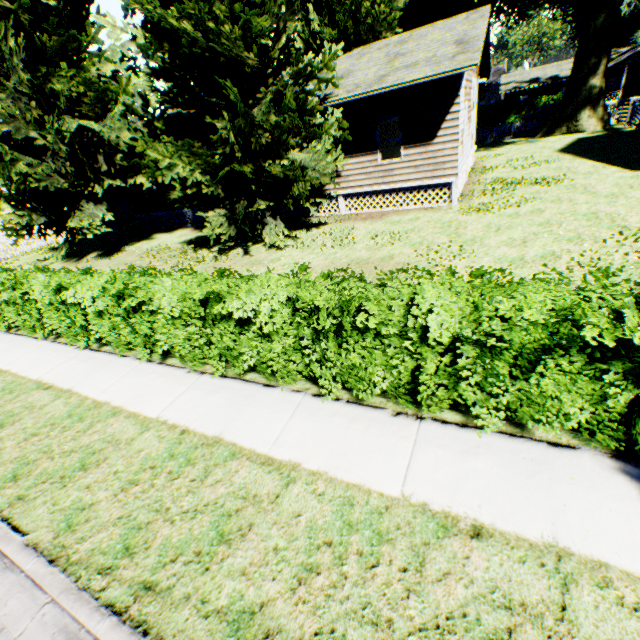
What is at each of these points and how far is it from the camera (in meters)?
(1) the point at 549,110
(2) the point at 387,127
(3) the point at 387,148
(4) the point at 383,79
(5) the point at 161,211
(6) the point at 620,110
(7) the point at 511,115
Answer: (1) car, 34.06
(2) plant, 19.45
(3) plant, 17.44
(4) house, 11.59
(5) house, 20.53
(6) fence, 23.38
(7) hedge, 38.81

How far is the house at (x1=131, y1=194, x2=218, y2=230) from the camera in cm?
1956

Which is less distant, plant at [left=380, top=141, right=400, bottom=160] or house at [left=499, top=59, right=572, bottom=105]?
plant at [left=380, top=141, right=400, bottom=160]

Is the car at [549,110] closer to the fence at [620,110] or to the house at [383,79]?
the fence at [620,110]

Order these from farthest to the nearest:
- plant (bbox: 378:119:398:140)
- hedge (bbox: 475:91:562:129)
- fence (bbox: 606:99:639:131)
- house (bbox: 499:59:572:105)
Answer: house (bbox: 499:59:572:105), hedge (bbox: 475:91:562:129), fence (bbox: 606:99:639:131), plant (bbox: 378:119:398:140)

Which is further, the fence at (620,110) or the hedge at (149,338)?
the fence at (620,110)

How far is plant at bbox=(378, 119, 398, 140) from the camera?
18.16m

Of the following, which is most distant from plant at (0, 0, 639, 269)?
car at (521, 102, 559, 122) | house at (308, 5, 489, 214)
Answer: car at (521, 102, 559, 122)
